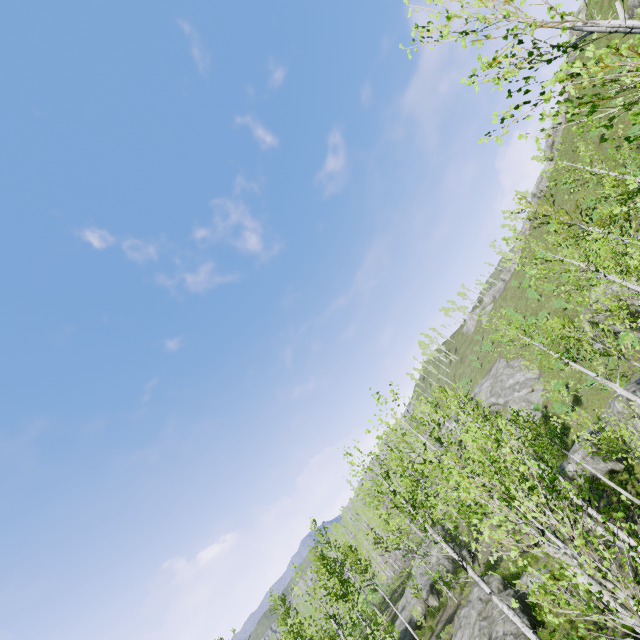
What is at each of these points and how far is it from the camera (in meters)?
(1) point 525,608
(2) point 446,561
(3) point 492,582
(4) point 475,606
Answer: (1) rock, 18.25
(2) rock, 33.66
(3) rock, 21.39
(4) rock, 20.89

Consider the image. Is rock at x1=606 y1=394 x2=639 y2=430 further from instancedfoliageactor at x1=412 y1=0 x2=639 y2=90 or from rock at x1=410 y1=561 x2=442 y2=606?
instancedfoliageactor at x1=412 y1=0 x2=639 y2=90

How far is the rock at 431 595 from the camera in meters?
29.6

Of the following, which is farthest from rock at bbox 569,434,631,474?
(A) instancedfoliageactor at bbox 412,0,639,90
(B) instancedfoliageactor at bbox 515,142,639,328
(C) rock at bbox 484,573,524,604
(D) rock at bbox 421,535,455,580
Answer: (A) instancedfoliageactor at bbox 412,0,639,90

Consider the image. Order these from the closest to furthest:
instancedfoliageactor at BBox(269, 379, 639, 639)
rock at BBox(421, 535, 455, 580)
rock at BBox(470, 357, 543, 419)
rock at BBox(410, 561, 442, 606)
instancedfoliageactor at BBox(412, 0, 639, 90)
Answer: instancedfoliageactor at BBox(412, 0, 639, 90), instancedfoliageactor at BBox(269, 379, 639, 639), rock at BBox(410, 561, 442, 606), rock at BBox(421, 535, 455, 580), rock at BBox(470, 357, 543, 419)

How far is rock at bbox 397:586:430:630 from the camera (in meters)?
28.26

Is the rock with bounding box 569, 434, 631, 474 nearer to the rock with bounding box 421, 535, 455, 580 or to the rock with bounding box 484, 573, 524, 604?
the rock with bounding box 484, 573, 524, 604

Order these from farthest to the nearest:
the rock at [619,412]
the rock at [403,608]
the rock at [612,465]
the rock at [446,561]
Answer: the rock at [446,561] < the rock at [403,608] < the rock at [612,465] < the rock at [619,412]
